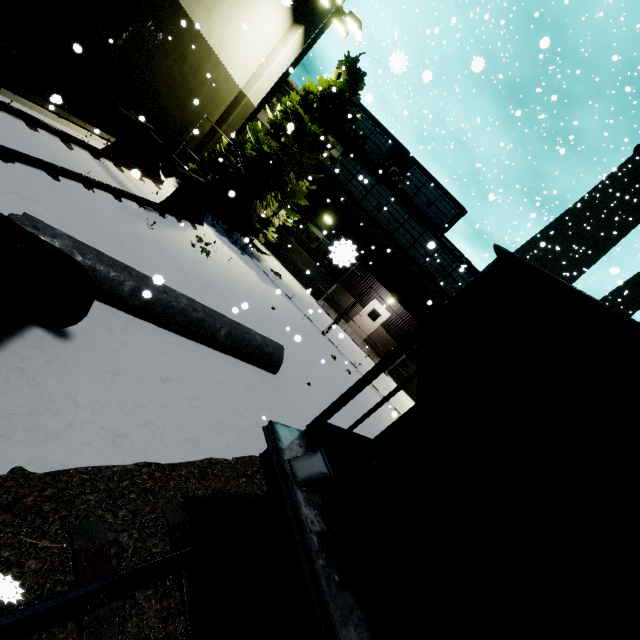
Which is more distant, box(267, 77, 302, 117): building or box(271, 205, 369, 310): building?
box(271, 205, 369, 310): building

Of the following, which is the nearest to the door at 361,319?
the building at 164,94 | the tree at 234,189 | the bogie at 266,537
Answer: the building at 164,94

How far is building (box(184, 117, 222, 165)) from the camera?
15.16m

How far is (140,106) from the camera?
12.09m

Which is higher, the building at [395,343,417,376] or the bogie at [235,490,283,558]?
the building at [395,343,417,376]

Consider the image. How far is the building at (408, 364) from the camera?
A: 19.0 meters

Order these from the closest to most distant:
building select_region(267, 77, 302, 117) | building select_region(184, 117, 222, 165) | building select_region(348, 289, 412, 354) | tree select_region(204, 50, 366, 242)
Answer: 1. tree select_region(204, 50, 366, 242)
2. building select_region(184, 117, 222, 165)
3. building select_region(267, 77, 302, 117)
4. building select_region(348, 289, 412, 354)
